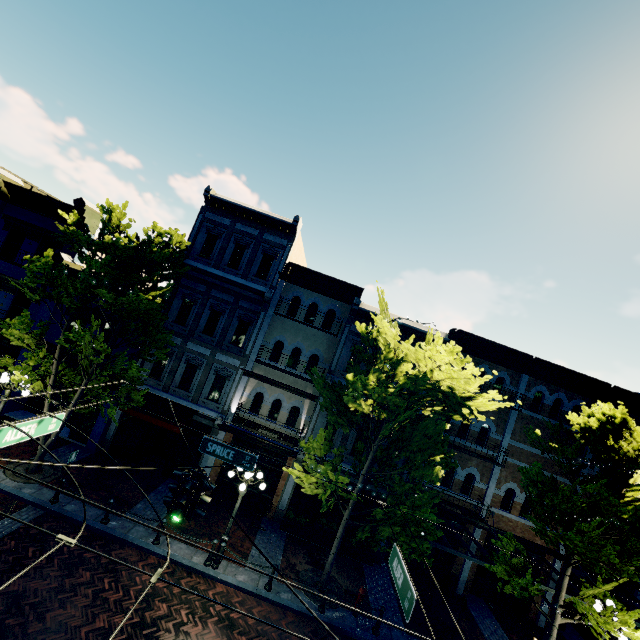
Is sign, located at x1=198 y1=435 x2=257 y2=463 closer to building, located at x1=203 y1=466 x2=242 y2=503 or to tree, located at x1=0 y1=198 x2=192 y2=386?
tree, located at x1=0 y1=198 x2=192 y2=386

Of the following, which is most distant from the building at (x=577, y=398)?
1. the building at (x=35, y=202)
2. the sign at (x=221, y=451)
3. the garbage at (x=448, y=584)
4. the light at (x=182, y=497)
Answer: the sign at (x=221, y=451)

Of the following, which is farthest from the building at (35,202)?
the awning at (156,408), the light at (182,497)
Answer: the light at (182,497)

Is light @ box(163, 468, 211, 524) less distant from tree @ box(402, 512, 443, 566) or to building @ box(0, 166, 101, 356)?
tree @ box(402, 512, 443, 566)

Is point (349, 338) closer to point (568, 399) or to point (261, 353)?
point (261, 353)

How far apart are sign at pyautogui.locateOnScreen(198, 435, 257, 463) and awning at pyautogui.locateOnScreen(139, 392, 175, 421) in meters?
5.6

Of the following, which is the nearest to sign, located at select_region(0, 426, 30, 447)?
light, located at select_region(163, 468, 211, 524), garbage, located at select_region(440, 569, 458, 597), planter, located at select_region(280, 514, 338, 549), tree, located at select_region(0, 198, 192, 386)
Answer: light, located at select_region(163, 468, 211, 524)

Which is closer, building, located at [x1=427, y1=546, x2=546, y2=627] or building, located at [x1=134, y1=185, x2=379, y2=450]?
building, located at [x1=427, y1=546, x2=546, y2=627]
